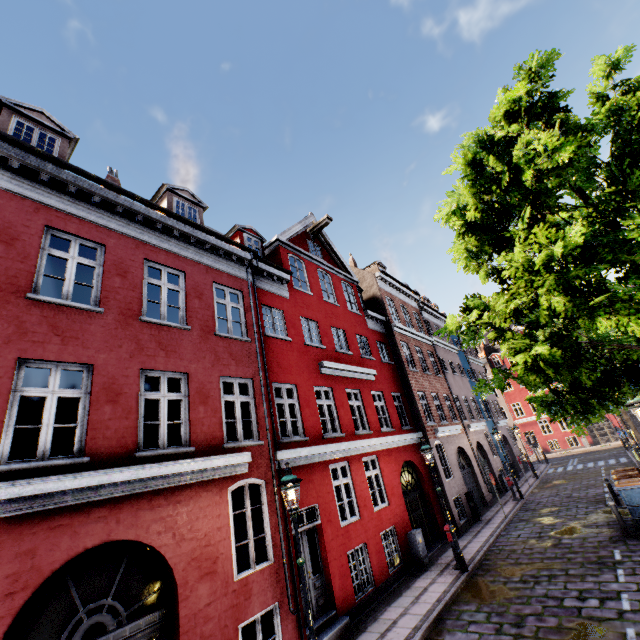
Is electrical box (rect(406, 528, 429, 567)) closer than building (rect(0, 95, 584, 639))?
No

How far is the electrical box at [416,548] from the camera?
11.27m

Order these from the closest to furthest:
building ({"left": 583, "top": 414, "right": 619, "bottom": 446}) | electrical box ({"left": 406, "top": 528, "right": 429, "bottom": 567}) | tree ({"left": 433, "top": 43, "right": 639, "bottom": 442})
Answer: tree ({"left": 433, "top": 43, "right": 639, "bottom": 442}) < electrical box ({"left": 406, "top": 528, "right": 429, "bottom": 567}) < building ({"left": 583, "top": 414, "right": 619, "bottom": 446})

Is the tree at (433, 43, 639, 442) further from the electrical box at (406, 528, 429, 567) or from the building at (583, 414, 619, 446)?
the electrical box at (406, 528, 429, 567)

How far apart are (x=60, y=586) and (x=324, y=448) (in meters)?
6.72

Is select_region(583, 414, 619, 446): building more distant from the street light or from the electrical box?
the street light

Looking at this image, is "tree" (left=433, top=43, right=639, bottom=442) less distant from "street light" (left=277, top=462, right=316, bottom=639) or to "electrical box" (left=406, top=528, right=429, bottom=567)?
"street light" (left=277, top=462, right=316, bottom=639)

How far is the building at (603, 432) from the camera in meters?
35.8
